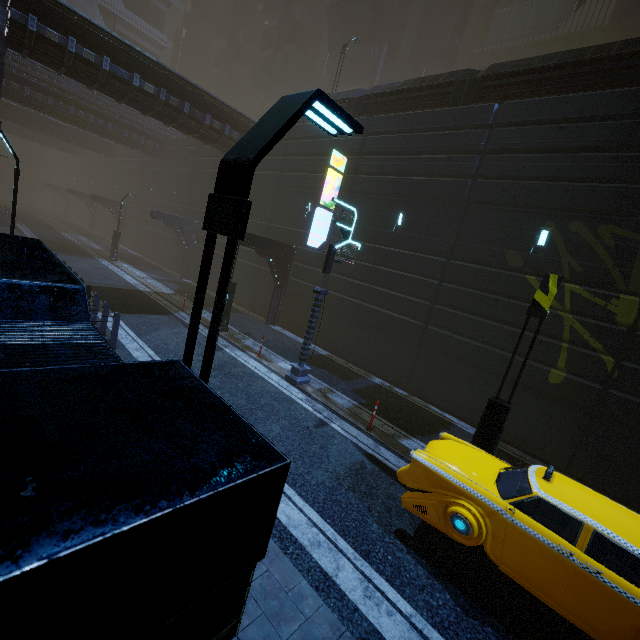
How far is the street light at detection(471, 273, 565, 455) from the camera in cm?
716

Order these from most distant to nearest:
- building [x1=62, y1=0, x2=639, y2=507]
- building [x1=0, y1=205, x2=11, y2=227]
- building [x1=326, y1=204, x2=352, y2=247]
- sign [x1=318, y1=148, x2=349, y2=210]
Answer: building [x1=0, y1=205, x2=11, y2=227] → building [x1=326, y1=204, x2=352, y2=247] → sign [x1=318, y1=148, x2=349, y2=210] → building [x1=62, y1=0, x2=639, y2=507]

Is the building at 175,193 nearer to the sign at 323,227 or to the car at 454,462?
the sign at 323,227

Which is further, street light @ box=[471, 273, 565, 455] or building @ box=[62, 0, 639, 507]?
building @ box=[62, 0, 639, 507]

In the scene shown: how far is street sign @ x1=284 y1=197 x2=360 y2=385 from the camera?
11.1m

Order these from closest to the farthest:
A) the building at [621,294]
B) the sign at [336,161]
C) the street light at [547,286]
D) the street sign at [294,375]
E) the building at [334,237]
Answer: the street light at [547,286], the building at [621,294], the street sign at [294,375], the sign at [336,161], the building at [334,237]

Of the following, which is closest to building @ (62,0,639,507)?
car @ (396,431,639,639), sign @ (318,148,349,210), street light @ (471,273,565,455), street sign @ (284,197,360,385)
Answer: sign @ (318,148,349,210)

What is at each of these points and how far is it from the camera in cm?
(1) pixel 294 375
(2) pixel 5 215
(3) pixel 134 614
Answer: (1) street sign, 1184
(2) building, 3469
(3) building, 88
